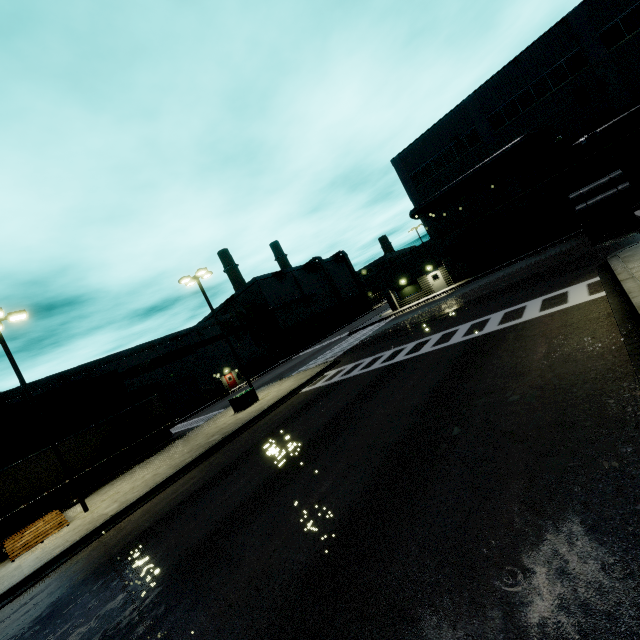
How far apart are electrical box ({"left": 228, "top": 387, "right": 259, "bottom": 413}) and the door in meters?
23.4 m

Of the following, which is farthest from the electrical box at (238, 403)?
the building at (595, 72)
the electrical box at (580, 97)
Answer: the electrical box at (580, 97)

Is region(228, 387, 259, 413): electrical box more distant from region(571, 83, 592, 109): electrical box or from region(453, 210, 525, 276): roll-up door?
region(571, 83, 592, 109): electrical box

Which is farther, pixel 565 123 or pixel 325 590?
pixel 565 123

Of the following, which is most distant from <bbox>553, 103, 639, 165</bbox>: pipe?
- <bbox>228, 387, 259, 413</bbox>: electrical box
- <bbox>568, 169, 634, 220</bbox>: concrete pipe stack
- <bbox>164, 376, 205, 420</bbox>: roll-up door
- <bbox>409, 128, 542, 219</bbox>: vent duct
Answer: <bbox>164, 376, 205, 420</bbox>: roll-up door

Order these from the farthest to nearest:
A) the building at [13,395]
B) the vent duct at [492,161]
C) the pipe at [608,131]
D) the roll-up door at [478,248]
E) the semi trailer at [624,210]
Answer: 1. the building at [13,395]
2. the roll-up door at [478,248]
3. the vent duct at [492,161]
4. the pipe at [608,131]
5. the semi trailer at [624,210]

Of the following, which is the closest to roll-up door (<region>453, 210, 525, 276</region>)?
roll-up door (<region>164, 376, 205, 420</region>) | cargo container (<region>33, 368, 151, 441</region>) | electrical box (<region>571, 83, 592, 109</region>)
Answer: cargo container (<region>33, 368, 151, 441</region>)

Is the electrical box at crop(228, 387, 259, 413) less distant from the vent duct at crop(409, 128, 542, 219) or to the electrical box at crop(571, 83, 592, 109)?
the vent duct at crop(409, 128, 542, 219)
